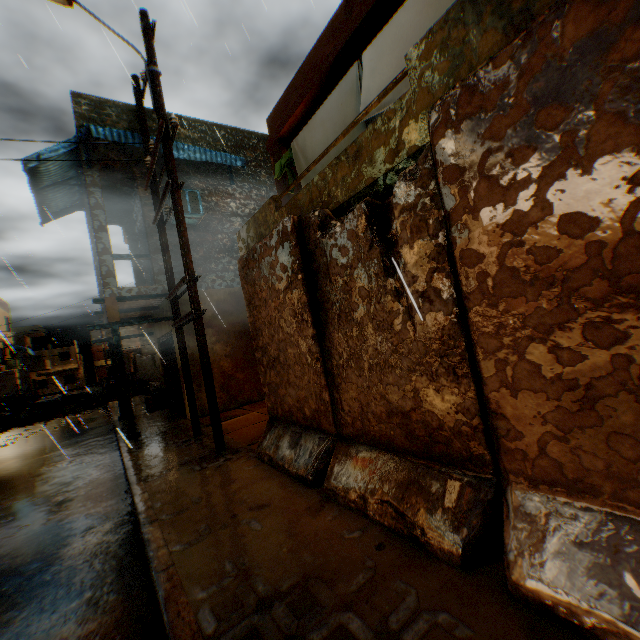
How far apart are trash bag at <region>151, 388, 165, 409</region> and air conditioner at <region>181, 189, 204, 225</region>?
6.9 meters

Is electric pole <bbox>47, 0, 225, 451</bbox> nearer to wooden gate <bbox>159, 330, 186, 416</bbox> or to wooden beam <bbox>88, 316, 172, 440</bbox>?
wooden beam <bbox>88, 316, 172, 440</bbox>

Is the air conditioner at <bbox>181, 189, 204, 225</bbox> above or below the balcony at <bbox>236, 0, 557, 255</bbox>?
above

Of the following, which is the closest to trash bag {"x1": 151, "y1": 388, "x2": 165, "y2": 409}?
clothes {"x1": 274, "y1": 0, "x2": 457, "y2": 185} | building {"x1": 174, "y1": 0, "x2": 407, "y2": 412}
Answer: building {"x1": 174, "y1": 0, "x2": 407, "y2": 412}

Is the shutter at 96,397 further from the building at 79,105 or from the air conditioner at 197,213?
the air conditioner at 197,213

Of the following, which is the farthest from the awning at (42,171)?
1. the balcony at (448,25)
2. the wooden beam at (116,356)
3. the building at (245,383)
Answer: the wooden beam at (116,356)

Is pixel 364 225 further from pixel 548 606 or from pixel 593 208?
pixel 548 606

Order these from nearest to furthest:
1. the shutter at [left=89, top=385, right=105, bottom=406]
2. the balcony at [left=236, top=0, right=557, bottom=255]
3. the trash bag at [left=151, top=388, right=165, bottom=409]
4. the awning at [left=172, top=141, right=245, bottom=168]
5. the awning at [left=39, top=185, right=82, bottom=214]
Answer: the balcony at [left=236, top=0, right=557, bottom=255] < the awning at [left=172, top=141, right=245, bottom=168] < the awning at [left=39, top=185, right=82, bottom=214] < the trash bag at [left=151, top=388, right=165, bottom=409] < the shutter at [left=89, top=385, right=105, bottom=406]
